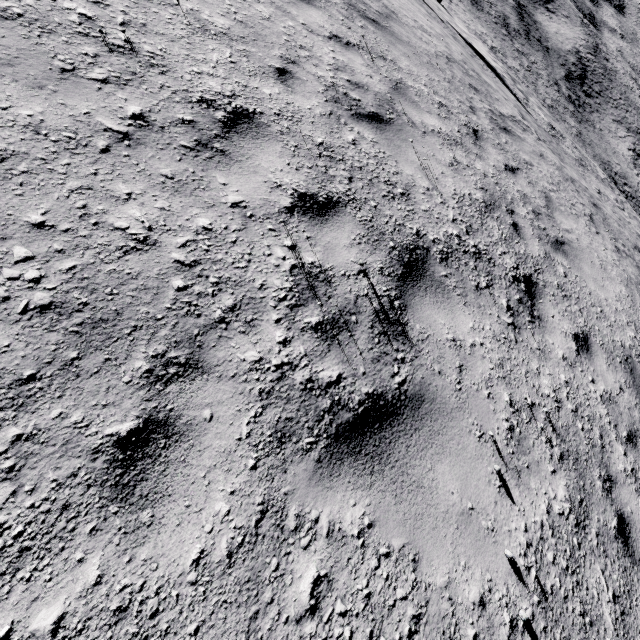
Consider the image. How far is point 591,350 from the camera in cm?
438
